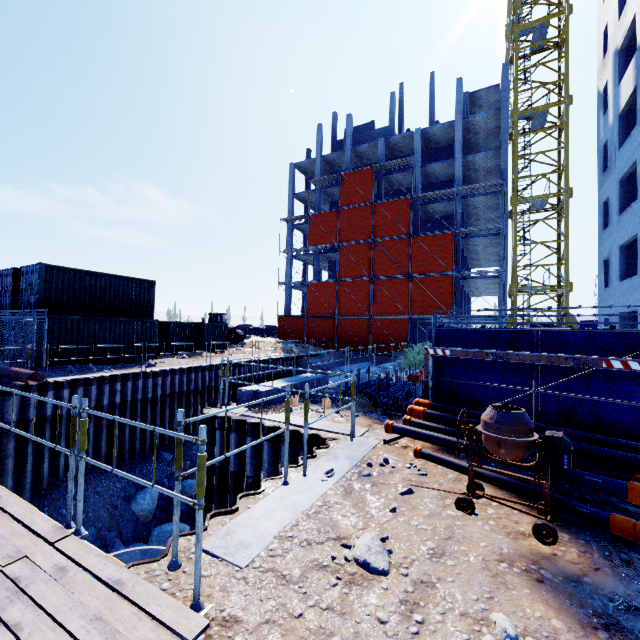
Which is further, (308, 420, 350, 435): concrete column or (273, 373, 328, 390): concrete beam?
(273, 373, 328, 390): concrete beam

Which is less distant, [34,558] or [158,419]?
[34,558]

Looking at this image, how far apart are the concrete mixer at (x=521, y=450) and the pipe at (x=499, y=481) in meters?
0.2 m

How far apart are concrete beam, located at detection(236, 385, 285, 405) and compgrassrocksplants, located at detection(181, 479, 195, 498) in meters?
6.9

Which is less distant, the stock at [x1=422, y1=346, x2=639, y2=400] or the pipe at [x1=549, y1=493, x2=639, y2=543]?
the pipe at [x1=549, y1=493, x2=639, y2=543]

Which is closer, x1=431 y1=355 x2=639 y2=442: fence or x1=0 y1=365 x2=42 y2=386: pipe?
x1=431 y1=355 x2=639 y2=442: fence

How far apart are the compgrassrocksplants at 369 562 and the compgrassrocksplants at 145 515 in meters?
12.8 m

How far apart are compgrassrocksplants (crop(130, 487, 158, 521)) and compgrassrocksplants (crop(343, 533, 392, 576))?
12.8m
